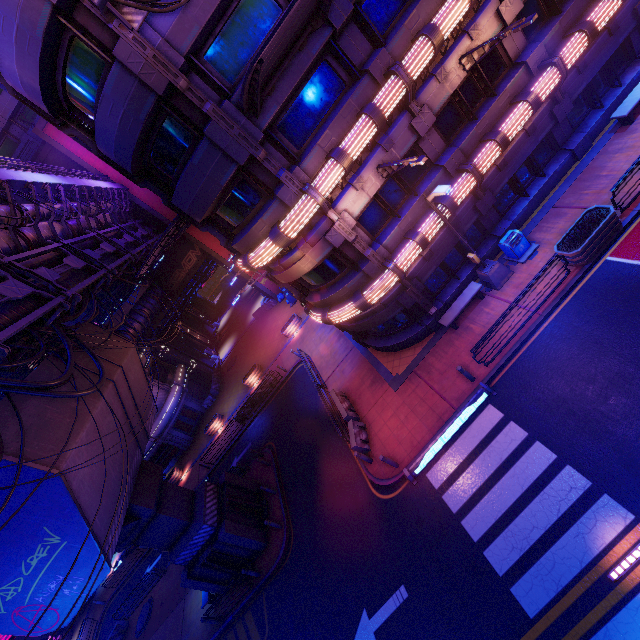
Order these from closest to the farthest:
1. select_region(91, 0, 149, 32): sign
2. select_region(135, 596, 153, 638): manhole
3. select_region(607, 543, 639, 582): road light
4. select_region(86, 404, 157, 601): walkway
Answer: select_region(607, 543, 639, 582): road light < select_region(91, 0, 149, 32): sign < select_region(86, 404, 157, 601): walkway < select_region(135, 596, 153, 638): manhole

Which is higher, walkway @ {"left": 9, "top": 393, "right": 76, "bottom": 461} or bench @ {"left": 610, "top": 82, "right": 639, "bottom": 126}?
walkway @ {"left": 9, "top": 393, "right": 76, "bottom": 461}

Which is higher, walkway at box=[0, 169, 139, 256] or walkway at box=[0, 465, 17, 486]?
walkway at box=[0, 169, 139, 256]

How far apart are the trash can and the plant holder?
1.2 meters

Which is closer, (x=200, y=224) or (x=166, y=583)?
(x=200, y=224)

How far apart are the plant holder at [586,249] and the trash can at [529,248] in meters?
1.2

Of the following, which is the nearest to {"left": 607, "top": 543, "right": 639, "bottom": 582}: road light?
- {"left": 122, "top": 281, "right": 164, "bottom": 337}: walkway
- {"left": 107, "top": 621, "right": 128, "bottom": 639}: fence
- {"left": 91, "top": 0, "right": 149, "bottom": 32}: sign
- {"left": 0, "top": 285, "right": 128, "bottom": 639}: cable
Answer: {"left": 0, "top": 285, "right": 128, "bottom": 639}: cable

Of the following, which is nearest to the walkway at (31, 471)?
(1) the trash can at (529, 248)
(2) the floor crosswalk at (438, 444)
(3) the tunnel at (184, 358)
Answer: (3) the tunnel at (184, 358)
